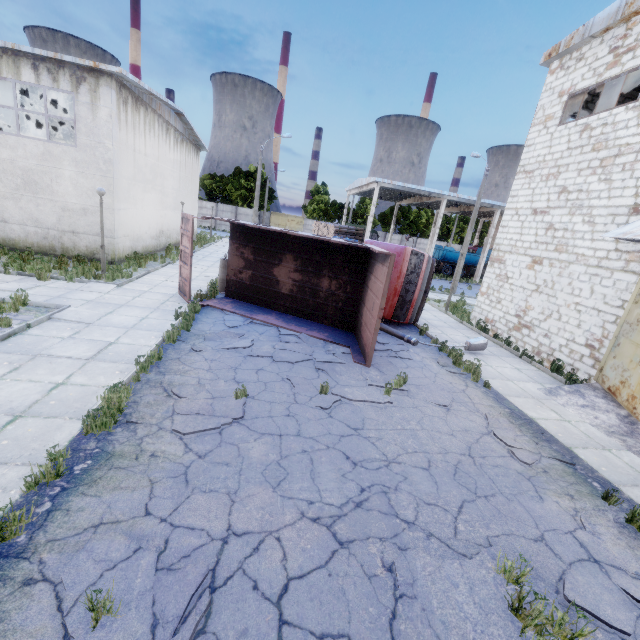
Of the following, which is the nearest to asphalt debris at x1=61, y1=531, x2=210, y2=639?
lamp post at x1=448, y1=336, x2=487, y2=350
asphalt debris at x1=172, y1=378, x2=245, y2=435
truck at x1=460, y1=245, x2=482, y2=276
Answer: asphalt debris at x1=172, y1=378, x2=245, y2=435

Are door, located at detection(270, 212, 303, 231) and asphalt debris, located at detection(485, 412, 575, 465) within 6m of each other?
no

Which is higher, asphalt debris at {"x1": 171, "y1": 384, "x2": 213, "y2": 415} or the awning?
the awning

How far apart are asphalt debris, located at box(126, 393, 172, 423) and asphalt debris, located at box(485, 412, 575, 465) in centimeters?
504cm

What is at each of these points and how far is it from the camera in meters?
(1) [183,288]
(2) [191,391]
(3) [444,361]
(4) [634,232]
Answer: (1) truck dump back, 11.9 m
(2) asphalt debris, 6.3 m
(3) asphalt debris, 10.1 m
(4) awning, 7.8 m

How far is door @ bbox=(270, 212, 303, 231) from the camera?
55.0m

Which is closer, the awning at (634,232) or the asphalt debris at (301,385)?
the asphalt debris at (301,385)

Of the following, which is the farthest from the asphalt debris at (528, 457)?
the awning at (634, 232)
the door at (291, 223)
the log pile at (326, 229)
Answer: the door at (291, 223)
